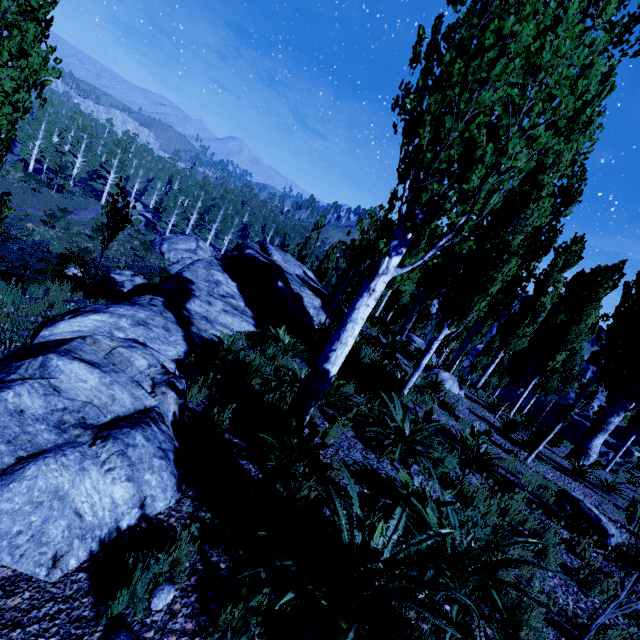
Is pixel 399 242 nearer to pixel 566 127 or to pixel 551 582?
pixel 566 127

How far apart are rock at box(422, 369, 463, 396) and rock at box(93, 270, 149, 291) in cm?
1212

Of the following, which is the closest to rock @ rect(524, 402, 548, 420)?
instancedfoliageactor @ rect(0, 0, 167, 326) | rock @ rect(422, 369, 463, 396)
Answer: instancedfoliageactor @ rect(0, 0, 167, 326)

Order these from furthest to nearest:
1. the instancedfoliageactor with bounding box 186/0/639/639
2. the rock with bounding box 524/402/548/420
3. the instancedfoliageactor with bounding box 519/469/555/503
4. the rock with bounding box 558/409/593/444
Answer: the rock with bounding box 524/402/548/420
the rock with bounding box 558/409/593/444
the instancedfoliageactor with bounding box 519/469/555/503
the instancedfoliageactor with bounding box 186/0/639/639

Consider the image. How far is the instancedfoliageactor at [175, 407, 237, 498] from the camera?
3.14m

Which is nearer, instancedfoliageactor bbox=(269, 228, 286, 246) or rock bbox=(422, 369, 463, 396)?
rock bbox=(422, 369, 463, 396)

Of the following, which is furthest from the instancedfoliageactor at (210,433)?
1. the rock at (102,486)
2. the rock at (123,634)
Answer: the rock at (123,634)

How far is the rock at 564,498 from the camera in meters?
5.6 m
